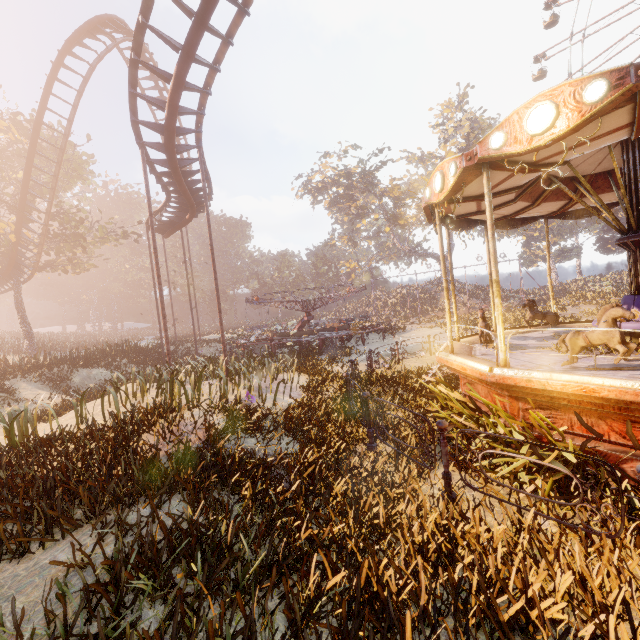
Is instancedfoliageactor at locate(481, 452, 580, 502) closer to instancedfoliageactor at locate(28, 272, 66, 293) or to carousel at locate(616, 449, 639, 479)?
carousel at locate(616, 449, 639, 479)

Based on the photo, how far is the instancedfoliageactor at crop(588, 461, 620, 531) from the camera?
3.5m

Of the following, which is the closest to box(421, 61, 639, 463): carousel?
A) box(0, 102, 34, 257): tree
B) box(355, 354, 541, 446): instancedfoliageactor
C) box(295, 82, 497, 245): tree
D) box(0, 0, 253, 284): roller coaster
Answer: box(355, 354, 541, 446): instancedfoliageactor

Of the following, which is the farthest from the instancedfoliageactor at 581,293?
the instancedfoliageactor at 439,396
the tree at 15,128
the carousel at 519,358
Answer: the tree at 15,128

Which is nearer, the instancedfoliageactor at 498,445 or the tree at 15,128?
the instancedfoliageactor at 498,445

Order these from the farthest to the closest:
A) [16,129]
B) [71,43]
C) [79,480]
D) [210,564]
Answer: [16,129], [71,43], [79,480], [210,564]

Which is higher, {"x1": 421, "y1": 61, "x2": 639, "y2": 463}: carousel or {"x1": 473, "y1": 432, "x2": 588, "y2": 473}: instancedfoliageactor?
{"x1": 421, "y1": 61, "x2": 639, "y2": 463}: carousel
